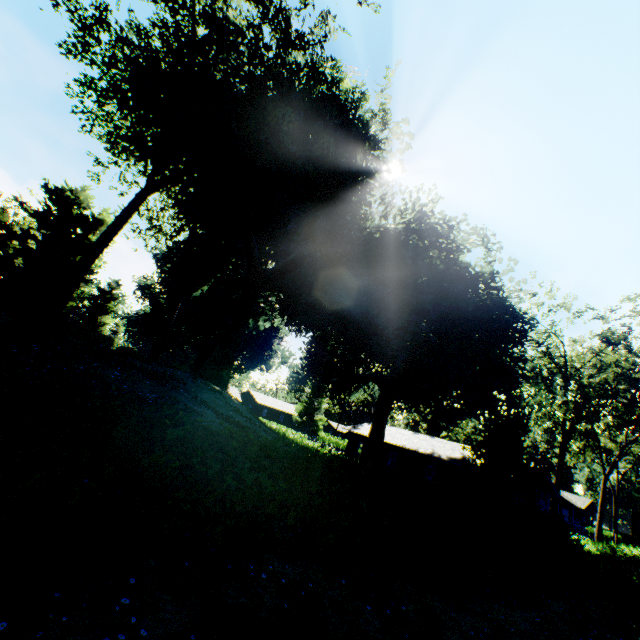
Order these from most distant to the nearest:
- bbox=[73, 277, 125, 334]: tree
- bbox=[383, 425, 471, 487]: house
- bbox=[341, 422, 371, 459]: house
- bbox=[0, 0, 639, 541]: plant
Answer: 1. bbox=[73, 277, 125, 334]: tree
2. bbox=[341, 422, 371, 459]: house
3. bbox=[383, 425, 471, 487]: house
4. bbox=[0, 0, 639, 541]: plant

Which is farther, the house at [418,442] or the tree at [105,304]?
the tree at [105,304]

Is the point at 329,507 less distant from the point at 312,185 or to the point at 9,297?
the point at 312,185

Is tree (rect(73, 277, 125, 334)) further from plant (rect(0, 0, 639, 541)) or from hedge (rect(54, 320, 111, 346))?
hedge (rect(54, 320, 111, 346))

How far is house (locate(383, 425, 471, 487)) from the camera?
31.8m

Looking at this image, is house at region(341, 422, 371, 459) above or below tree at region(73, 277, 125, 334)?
below

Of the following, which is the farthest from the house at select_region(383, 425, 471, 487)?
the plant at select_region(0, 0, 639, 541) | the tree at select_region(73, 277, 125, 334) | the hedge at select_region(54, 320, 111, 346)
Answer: the hedge at select_region(54, 320, 111, 346)

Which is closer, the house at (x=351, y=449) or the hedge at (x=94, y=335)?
the hedge at (x=94, y=335)
